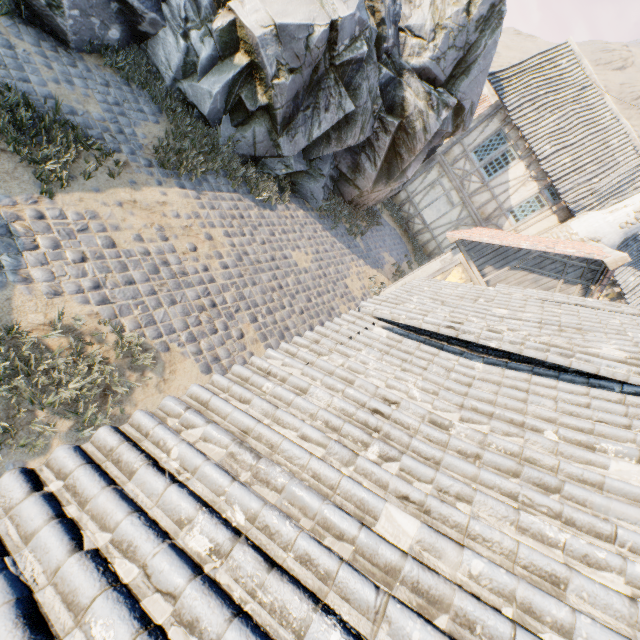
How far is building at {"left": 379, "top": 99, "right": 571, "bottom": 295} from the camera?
11.2m

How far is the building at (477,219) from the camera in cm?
1123

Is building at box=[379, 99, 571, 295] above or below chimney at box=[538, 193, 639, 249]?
below

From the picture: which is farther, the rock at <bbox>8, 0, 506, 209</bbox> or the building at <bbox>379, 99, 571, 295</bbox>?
the building at <bbox>379, 99, 571, 295</bbox>

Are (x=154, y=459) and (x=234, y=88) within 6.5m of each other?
no

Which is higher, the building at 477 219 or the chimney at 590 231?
the chimney at 590 231

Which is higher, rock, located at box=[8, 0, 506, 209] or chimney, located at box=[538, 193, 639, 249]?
chimney, located at box=[538, 193, 639, 249]

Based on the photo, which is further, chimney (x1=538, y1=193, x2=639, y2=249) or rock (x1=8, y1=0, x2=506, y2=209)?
chimney (x1=538, y1=193, x2=639, y2=249)
